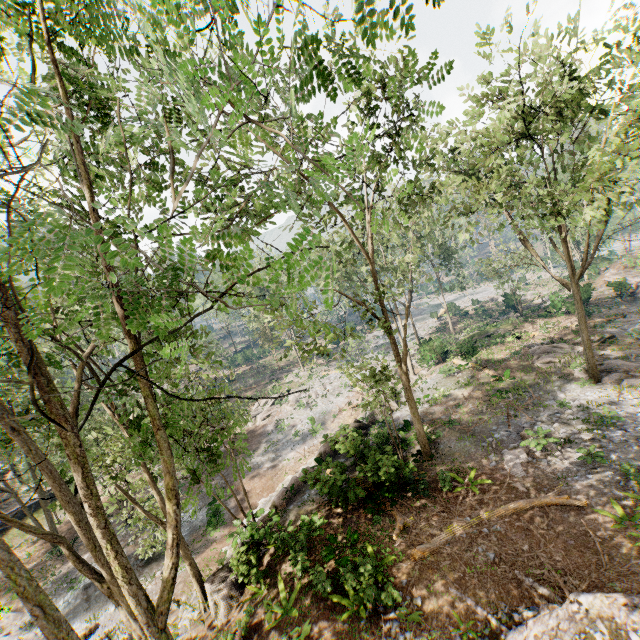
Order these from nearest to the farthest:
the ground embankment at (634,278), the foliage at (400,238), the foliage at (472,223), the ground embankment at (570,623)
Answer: the foliage at (400,238) → the ground embankment at (570,623) → the foliage at (472,223) → the ground embankment at (634,278)

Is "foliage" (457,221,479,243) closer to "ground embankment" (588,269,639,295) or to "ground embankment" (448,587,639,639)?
"ground embankment" (448,587,639,639)

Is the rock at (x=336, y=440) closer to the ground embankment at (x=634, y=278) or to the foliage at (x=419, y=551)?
the foliage at (x=419, y=551)

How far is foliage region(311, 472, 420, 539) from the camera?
13.43m

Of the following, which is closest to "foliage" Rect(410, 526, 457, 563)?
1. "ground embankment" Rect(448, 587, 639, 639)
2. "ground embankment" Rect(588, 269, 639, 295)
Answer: "ground embankment" Rect(448, 587, 639, 639)

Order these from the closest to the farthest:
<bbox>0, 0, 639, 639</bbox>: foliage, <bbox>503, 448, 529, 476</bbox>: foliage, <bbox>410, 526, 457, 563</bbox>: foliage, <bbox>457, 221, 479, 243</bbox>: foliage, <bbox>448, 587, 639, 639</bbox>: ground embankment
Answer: <bbox>0, 0, 639, 639</bbox>: foliage → <bbox>448, 587, 639, 639</bbox>: ground embankment → <bbox>410, 526, 457, 563</bbox>: foliage → <bbox>503, 448, 529, 476</bbox>: foliage → <bbox>457, 221, 479, 243</bbox>: foliage

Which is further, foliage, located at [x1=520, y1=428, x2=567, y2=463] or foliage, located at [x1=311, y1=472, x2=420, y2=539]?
foliage, located at [x1=520, y1=428, x2=567, y2=463]

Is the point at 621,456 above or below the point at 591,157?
below
